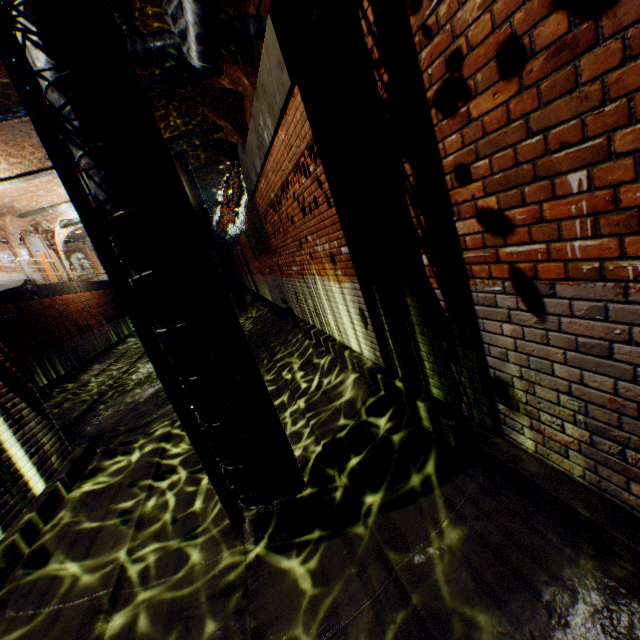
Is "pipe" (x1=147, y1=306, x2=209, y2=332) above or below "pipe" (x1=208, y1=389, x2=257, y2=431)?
above

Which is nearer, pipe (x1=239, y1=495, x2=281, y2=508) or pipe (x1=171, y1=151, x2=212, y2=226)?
pipe (x1=239, y1=495, x2=281, y2=508)

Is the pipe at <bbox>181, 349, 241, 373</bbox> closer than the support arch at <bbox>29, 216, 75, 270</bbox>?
Yes

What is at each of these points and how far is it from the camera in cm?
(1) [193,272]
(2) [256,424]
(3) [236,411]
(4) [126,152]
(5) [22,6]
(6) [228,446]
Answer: (1) pipe, 283
(2) pipe, 317
(3) pipe, 305
(4) pipe, 252
(5) pipe, 226
(6) pipe, 310

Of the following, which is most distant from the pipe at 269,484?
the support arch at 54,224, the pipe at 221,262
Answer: the support arch at 54,224

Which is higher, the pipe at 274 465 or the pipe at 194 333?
the pipe at 194 333

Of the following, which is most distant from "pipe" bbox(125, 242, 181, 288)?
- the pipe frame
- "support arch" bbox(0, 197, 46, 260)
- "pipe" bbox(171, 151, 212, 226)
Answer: "support arch" bbox(0, 197, 46, 260)

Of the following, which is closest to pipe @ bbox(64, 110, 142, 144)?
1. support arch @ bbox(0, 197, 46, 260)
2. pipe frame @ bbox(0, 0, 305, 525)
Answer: pipe frame @ bbox(0, 0, 305, 525)
